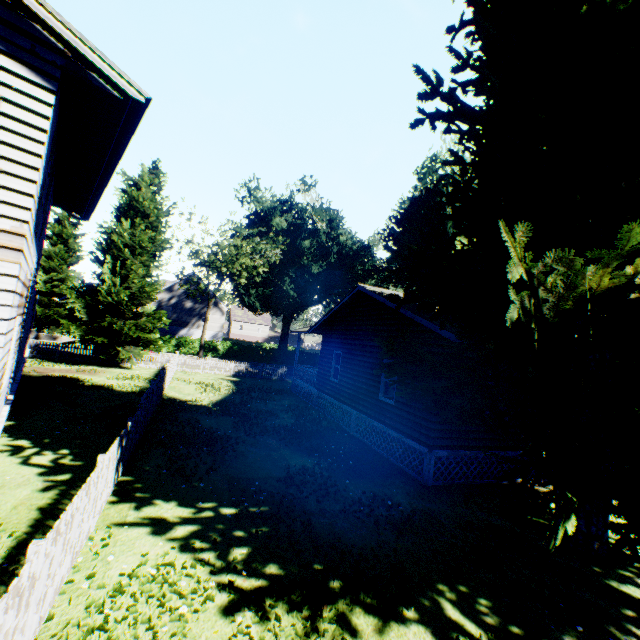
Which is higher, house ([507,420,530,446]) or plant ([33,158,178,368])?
plant ([33,158,178,368])

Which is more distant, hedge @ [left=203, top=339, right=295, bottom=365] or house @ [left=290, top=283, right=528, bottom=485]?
hedge @ [left=203, top=339, right=295, bottom=365]

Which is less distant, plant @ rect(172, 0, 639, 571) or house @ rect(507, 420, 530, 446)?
plant @ rect(172, 0, 639, 571)

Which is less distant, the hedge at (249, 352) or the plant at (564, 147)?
the plant at (564, 147)

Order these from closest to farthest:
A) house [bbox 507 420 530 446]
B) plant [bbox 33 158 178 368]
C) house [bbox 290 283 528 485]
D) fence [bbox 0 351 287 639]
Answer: fence [bbox 0 351 287 639] → house [bbox 290 283 528 485] → house [bbox 507 420 530 446] → plant [bbox 33 158 178 368]

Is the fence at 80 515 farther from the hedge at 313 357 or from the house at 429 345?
the hedge at 313 357

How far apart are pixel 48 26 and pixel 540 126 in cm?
955

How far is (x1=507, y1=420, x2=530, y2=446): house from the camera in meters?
10.9
